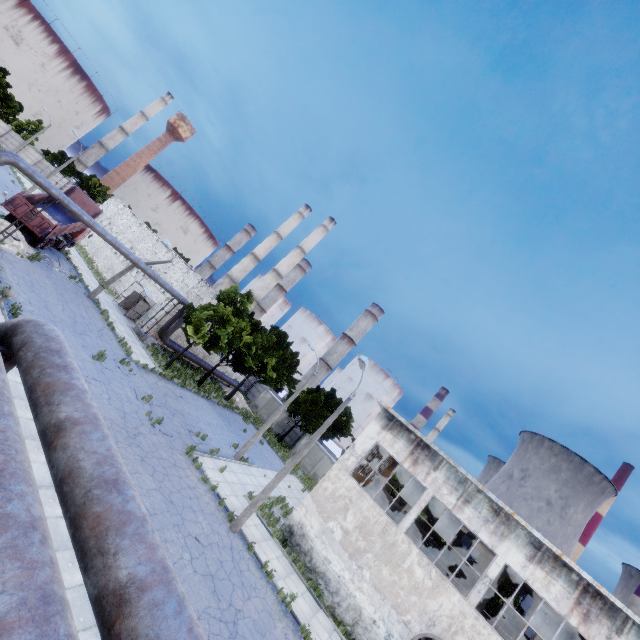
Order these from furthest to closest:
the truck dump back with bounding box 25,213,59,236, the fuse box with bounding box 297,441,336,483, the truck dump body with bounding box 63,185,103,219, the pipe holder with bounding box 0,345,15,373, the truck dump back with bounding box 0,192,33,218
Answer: the fuse box with bounding box 297,441,336,483
the truck dump body with bounding box 63,185,103,219
the truck dump back with bounding box 25,213,59,236
the truck dump back with bounding box 0,192,33,218
the pipe holder with bounding box 0,345,15,373

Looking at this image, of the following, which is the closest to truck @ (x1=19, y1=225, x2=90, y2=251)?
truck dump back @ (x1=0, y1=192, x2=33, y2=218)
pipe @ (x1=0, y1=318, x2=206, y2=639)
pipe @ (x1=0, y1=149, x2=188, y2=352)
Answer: truck dump back @ (x1=0, y1=192, x2=33, y2=218)

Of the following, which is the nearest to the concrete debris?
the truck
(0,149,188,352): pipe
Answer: the truck

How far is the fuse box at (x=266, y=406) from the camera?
43.2m

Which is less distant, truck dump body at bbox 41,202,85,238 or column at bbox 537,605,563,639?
column at bbox 537,605,563,639

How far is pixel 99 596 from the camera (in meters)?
2.50

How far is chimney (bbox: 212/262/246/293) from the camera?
58.69m

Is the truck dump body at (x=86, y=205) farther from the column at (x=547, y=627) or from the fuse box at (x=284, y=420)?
the column at (x=547, y=627)
